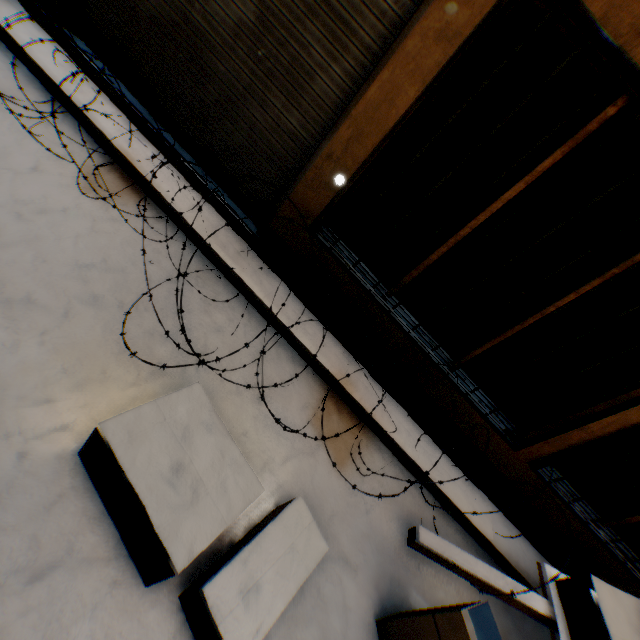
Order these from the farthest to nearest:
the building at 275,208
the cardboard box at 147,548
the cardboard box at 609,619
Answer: the building at 275,208 → the cardboard box at 609,619 → the cardboard box at 147,548

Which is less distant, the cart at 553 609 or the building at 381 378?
the cart at 553 609

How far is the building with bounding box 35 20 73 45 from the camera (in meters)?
3.37

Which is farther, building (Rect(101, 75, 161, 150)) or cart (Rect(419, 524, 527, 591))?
building (Rect(101, 75, 161, 150))

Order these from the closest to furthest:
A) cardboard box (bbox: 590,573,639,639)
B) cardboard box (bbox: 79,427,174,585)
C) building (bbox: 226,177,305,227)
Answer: cardboard box (bbox: 79,427,174,585), cardboard box (bbox: 590,573,639,639), building (bbox: 226,177,305,227)

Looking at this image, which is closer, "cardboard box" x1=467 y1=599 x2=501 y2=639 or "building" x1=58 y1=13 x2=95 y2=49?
"cardboard box" x1=467 y1=599 x2=501 y2=639

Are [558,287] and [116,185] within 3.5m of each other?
no
